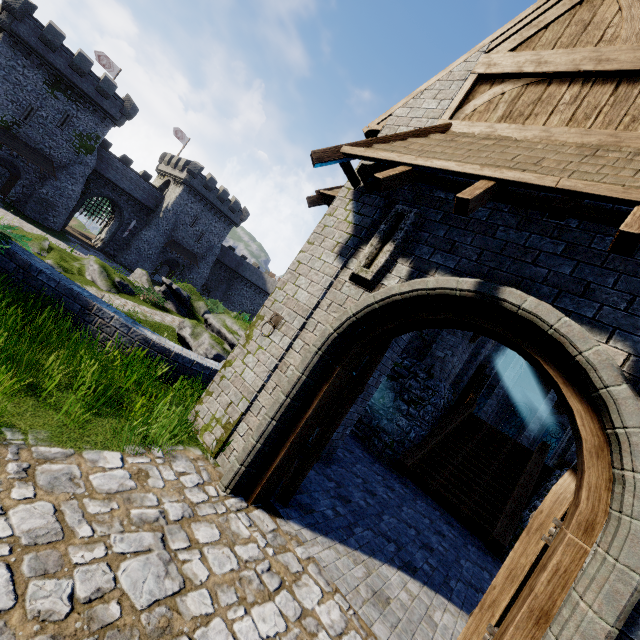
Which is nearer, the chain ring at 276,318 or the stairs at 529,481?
the chain ring at 276,318

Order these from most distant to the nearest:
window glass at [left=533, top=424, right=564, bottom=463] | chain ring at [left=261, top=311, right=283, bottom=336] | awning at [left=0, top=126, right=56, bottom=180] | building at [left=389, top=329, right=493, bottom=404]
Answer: awning at [left=0, top=126, right=56, bottom=180] → window glass at [left=533, top=424, right=564, bottom=463] → building at [left=389, top=329, right=493, bottom=404] → chain ring at [left=261, top=311, right=283, bottom=336]

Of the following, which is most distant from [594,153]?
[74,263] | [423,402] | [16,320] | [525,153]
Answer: [74,263]

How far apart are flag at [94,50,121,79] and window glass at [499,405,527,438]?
60.81m

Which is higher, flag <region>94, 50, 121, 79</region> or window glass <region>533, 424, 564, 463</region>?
flag <region>94, 50, 121, 79</region>

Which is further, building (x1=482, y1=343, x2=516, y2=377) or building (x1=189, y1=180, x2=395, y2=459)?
building (x1=482, y1=343, x2=516, y2=377)

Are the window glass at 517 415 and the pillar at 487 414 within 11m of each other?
yes

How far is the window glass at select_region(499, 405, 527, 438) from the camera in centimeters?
3014cm
